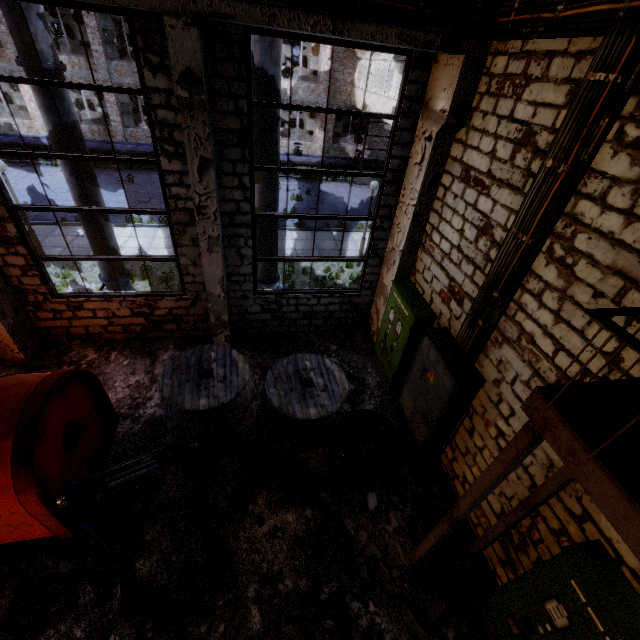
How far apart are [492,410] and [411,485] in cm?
225

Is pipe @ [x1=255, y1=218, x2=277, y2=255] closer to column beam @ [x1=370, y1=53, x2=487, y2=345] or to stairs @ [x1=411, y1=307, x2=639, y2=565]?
column beam @ [x1=370, y1=53, x2=487, y2=345]

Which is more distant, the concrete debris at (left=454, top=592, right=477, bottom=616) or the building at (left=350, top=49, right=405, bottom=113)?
the building at (left=350, top=49, right=405, bottom=113)

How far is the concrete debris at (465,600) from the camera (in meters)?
4.78

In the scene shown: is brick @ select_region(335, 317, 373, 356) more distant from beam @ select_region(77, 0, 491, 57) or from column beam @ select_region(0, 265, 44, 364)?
column beam @ select_region(0, 265, 44, 364)

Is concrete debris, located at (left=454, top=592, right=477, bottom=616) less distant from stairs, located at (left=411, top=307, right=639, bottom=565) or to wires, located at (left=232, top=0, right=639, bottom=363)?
A: stairs, located at (left=411, top=307, right=639, bottom=565)

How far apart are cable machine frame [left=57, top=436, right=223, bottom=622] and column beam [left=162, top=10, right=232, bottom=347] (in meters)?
3.07

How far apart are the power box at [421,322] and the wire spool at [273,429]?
1.43m
